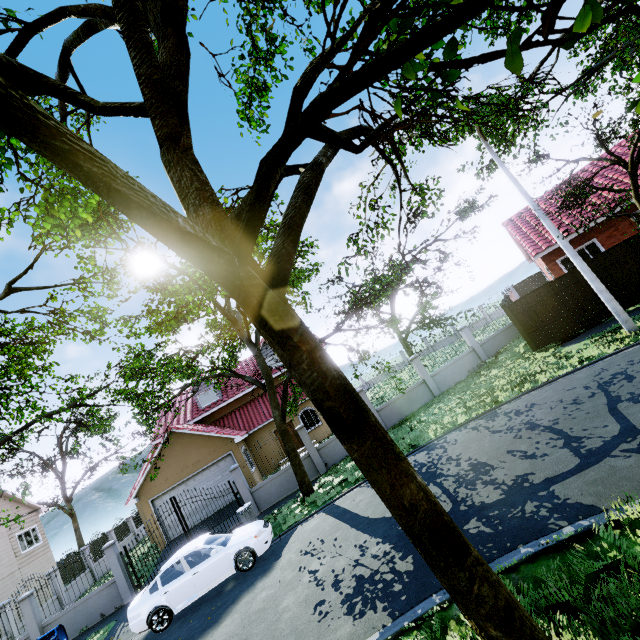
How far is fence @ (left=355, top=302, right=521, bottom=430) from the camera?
17.17m

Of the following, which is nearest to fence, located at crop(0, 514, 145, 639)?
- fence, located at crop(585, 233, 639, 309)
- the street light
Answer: fence, located at crop(585, 233, 639, 309)

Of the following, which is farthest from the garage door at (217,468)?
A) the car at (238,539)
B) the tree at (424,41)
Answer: the car at (238,539)

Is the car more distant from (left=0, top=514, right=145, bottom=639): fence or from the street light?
the street light

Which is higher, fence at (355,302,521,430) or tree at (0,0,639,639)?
tree at (0,0,639,639)

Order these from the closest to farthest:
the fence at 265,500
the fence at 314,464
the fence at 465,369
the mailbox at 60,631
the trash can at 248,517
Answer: the mailbox at 60,631, the trash can at 248,517, the fence at 265,500, the fence at 314,464, the fence at 465,369

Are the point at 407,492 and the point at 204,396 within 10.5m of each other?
no
